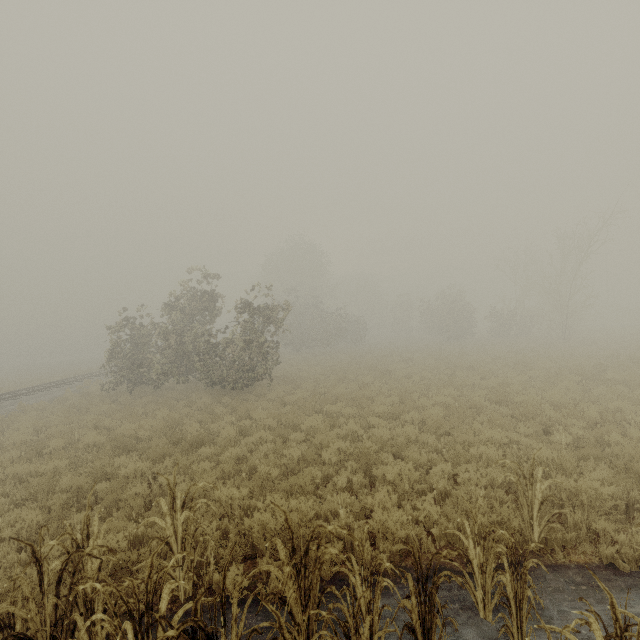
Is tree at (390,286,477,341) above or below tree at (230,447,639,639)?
above

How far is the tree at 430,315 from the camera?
36.25m

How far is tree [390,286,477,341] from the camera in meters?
36.2 m

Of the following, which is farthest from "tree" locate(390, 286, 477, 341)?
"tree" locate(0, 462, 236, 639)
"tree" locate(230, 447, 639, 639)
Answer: "tree" locate(0, 462, 236, 639)

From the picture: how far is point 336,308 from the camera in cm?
3606

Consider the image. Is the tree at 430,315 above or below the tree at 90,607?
above
